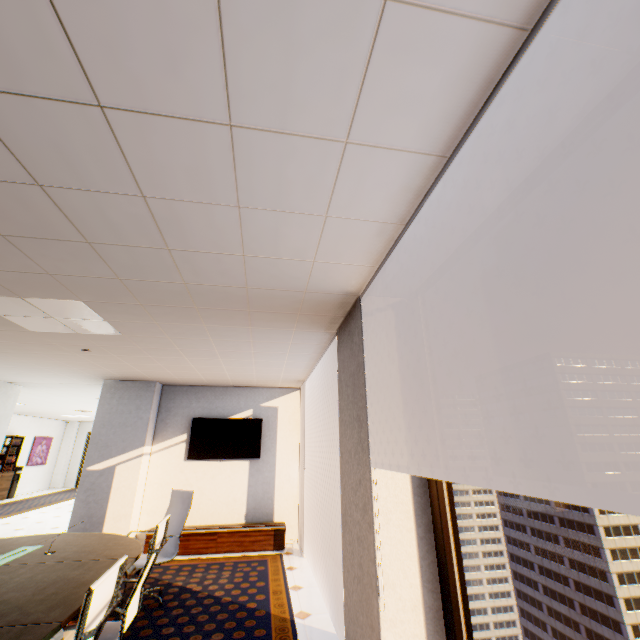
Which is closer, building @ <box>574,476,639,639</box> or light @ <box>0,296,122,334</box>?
light @ <box>0,296,122,334</box>

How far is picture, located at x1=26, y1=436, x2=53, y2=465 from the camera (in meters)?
13.51

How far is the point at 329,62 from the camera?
1.13m

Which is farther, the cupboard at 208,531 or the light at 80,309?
the cupboard at 208,531

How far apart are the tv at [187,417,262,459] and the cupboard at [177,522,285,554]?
1.2m

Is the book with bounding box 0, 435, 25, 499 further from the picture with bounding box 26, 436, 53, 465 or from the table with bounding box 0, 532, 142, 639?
the table with bounding box 0, 532, 142, 639

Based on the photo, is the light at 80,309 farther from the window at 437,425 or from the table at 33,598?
the window at 437,425

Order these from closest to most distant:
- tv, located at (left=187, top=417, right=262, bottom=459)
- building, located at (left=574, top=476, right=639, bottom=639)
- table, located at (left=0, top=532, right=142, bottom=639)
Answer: table, located at (left=0, top=532, right=142, bottom=639), tv, located at (left=187, top=417, right=262, bottom=459), building, located at (left=574, top=476, right=639, bottom=639)
